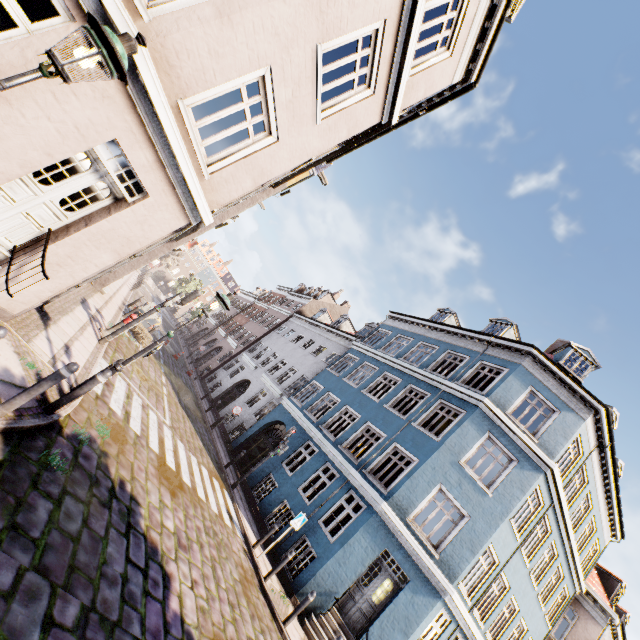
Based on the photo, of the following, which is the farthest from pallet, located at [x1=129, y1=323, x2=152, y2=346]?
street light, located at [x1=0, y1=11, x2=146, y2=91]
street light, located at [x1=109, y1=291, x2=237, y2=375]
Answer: street light, located at [x1=0, y1=11, x2=146, y2=91]

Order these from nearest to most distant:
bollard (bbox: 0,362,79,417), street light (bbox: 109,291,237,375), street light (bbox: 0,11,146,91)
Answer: street light (bbox: 0,11,146,91), bollard (bbox: 0,362,79,417), street light (bbox: 109,291,237,375)

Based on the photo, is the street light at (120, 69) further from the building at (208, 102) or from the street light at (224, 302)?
the street light at (224, 302)

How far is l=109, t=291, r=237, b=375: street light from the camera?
6.5m

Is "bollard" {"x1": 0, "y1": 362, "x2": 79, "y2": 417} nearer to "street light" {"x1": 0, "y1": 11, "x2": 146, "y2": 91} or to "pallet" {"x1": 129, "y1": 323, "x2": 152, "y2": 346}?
"street light" {"x1": 0, "y1": 11, "x2": 146, "y2": 91}

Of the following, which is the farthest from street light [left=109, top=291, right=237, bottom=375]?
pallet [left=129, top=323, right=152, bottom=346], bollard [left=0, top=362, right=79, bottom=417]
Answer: pallet [left=129, top=323, right=152, bottom=346]

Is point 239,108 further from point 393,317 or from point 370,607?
point 393,317

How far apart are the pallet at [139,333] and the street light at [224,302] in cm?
1019
